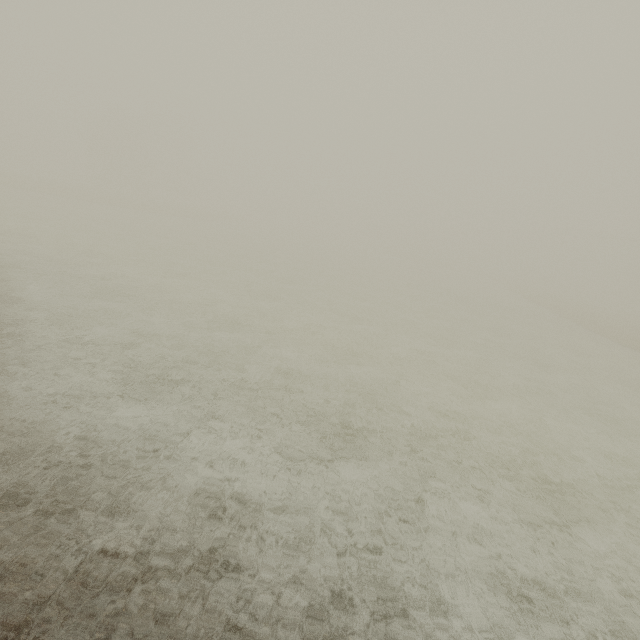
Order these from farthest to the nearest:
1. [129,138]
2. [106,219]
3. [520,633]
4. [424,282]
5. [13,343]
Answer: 1. [129,138]
2. [424,282]
3. [106,219]
4. [13,343]
5. [520,633]
